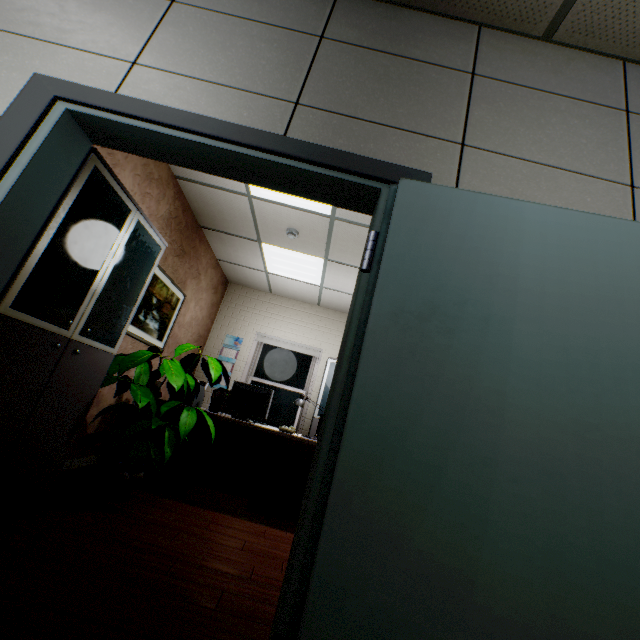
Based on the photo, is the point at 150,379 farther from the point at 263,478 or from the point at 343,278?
the point at 343,278

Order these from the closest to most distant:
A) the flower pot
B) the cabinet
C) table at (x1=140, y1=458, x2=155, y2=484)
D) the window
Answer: the cabinet, the flower pot, table at (x1=140, y1=458, x2=155, y2=484), the window

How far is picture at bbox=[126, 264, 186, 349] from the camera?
3.77m

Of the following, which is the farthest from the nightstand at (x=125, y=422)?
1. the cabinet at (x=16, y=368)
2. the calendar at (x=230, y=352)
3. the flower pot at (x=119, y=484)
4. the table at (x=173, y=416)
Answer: the calendar at (x=230, y=352)

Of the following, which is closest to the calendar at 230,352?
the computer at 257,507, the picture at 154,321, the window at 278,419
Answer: the window at 278,419

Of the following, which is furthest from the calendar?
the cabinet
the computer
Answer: the cabinet

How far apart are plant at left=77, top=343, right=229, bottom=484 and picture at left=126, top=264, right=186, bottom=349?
0.5 meters

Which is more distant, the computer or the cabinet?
the computer
